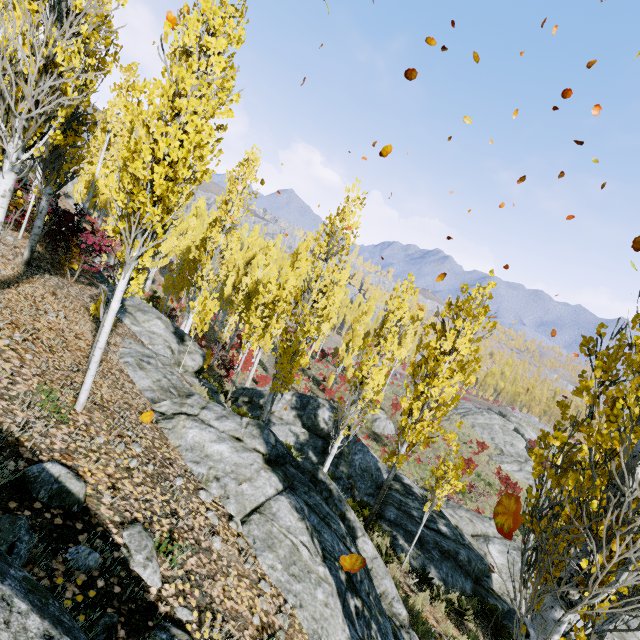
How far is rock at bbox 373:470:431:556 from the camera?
11.42m

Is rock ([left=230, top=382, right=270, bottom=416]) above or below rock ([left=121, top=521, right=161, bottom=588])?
below

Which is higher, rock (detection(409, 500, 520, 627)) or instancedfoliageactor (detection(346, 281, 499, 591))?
instancedfoliageactor (detection(346, 281, 499, 591))

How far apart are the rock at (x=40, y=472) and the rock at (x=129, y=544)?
0.40m

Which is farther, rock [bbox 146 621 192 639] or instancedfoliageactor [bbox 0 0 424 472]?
instancedfoliageactor [bbox 0 0 424 472]

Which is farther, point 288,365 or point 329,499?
point 288,365

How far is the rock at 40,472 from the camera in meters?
2.9

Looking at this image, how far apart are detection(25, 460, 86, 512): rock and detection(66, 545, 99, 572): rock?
0.4m
